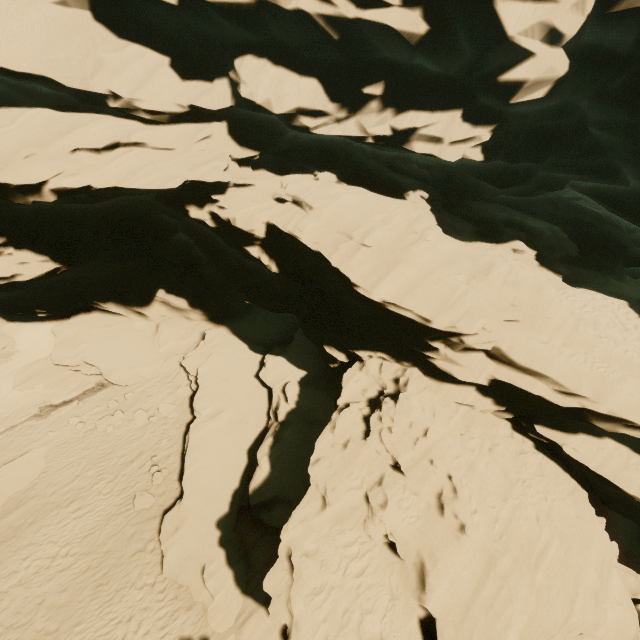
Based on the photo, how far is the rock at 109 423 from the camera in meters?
16.4

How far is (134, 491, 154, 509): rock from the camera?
12.9 meters

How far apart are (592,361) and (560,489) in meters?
4.3

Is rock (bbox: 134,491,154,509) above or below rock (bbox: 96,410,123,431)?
above

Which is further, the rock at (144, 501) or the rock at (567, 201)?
the rock at (144, 501)

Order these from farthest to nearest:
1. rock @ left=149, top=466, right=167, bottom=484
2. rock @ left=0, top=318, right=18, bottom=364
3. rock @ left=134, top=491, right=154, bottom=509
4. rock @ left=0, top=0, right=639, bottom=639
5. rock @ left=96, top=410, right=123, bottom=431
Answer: rock @ left=0, top=318, right=18, bottom=364 → rock @ left=96, top=410, right=123, bottom=431 → rock @ left=149, top=466, right=167, bottom=484 → rock @ left=134, top=491, right=154, bottom=509 → rock @ left=0, top=0, right=639, bottom=639
